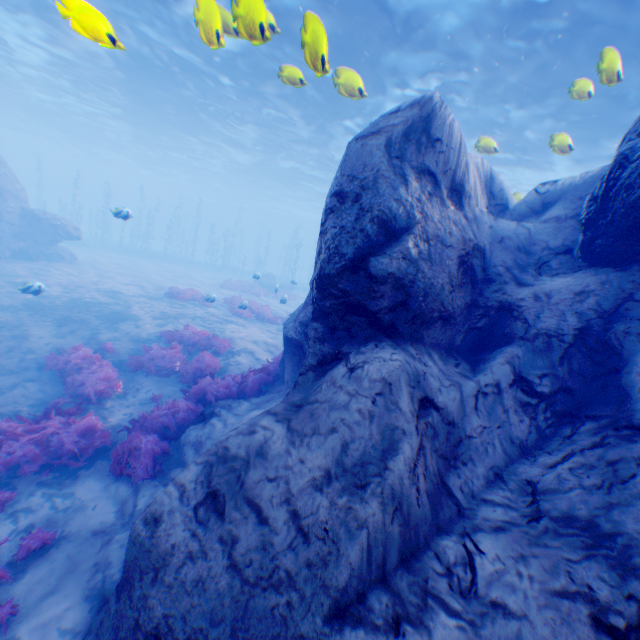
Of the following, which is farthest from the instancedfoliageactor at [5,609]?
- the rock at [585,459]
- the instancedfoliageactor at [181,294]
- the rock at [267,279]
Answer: the rock at [267,279]

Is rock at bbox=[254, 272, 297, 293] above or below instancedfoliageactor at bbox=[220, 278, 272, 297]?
above

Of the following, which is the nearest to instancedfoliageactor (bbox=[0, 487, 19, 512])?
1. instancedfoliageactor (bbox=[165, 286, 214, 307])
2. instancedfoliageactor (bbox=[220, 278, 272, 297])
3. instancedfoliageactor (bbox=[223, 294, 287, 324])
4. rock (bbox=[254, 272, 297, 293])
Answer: instancedfoliageactor (bbox=[223, 294, 287, 324])

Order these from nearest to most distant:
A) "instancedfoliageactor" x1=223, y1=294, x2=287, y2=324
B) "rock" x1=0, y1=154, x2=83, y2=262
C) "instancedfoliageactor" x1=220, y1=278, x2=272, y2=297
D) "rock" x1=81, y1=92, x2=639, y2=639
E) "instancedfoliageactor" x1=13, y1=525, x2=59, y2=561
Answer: "rock" x1=81, y1=92, x2=639, y2=639, "instancedfoliageactor" x1=13, y1=525, x2=59, y2=561, "instancedfoliageactor" x1=223, y1=294, x2=287, y2=324, "rock" x1=0, y1=154, x2=83, y2=262, "instancedfoliageactor" x1=220, y1=278, x2=272, y2=297

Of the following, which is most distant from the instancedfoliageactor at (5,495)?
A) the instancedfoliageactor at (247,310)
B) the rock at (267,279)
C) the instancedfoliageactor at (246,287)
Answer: the rock at (267,279)

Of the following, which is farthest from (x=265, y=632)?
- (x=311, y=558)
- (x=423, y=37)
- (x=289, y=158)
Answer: (x=289, y=158)

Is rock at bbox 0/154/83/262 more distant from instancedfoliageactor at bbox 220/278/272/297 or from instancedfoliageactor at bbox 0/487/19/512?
instancedfoliageactor at bbox 220/278/272/297

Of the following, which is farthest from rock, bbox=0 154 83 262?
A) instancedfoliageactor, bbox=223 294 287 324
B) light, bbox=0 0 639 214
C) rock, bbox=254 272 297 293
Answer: rock, bbox=254 272 297 293
